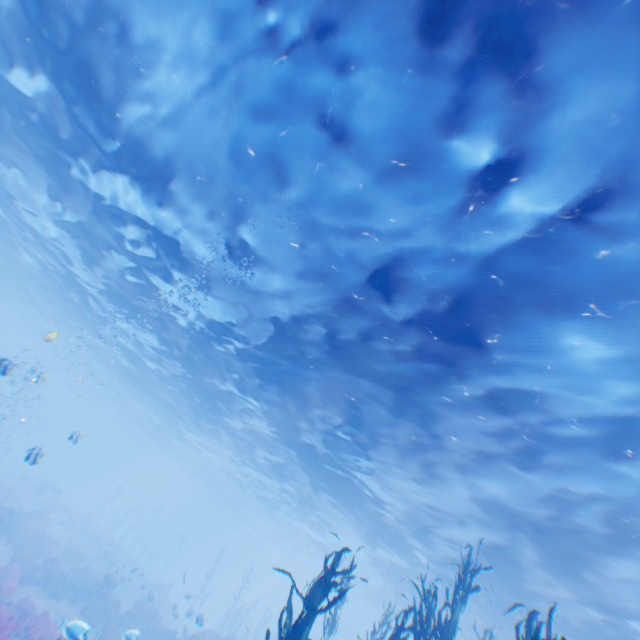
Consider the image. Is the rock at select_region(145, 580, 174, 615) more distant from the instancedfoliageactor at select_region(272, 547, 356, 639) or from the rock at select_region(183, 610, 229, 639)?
the instancedfoliageactor at select_region(272, 547, 356, 639)

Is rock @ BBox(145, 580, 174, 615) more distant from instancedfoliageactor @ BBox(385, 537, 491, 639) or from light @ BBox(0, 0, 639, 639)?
instancedfoliageactor @ BBox(385, 537, 491, 639)

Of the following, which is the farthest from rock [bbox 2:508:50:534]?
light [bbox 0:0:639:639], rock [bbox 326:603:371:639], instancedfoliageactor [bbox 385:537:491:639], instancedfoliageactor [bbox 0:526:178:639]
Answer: instancedfoliageactor [bbox 385:537:491:639]

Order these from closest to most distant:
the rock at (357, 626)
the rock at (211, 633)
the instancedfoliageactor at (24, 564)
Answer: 1. the instancedfoliageactor at (24, 564)
2. the rock at (211, 633)
3. the rock at (357, 626)

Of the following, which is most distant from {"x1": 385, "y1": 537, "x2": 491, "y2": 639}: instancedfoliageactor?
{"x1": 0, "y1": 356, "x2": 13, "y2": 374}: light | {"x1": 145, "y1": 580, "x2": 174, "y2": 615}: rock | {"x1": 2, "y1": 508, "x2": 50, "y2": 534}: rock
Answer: {"x1": 2, "y1": 508, "x2": 50, "y2": 534}: rock

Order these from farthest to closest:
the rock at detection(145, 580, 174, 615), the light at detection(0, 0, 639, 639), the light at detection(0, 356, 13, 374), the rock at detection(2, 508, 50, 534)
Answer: the rock at detection(2, 508, 50, 534) < the rock at detection(145, 580, 174, 615) < the light at detection(0, 356, 13, 374) < the light at detection(0, 0, 639, 639)

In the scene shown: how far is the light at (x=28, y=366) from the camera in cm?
998

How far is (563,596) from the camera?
13.8 meters
